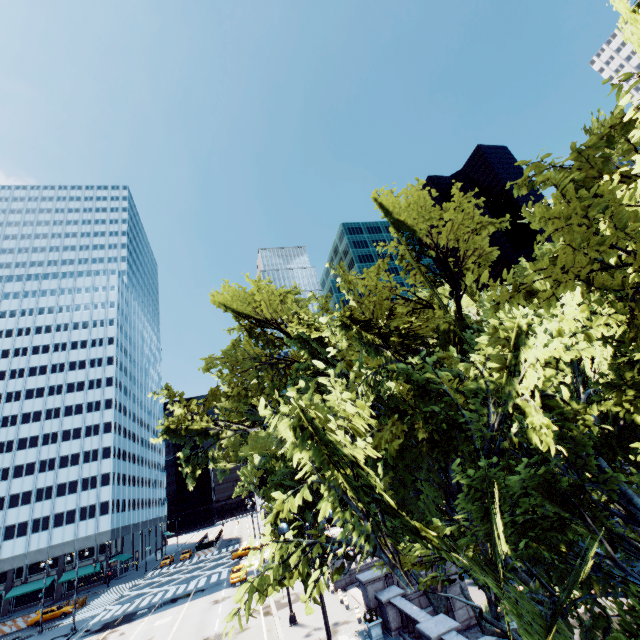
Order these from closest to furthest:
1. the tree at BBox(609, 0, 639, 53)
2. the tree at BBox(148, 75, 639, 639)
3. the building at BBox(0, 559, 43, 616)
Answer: the tree at BBox(148, 75, 639, 639) → the tree at BBox(609, 0, 639, 53) → the building at BBox(0, 559, 43, 616)

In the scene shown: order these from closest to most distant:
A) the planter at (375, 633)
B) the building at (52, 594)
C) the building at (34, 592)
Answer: the planter at (375, 633) < the building at (34, 592) < the building at (52, 594)

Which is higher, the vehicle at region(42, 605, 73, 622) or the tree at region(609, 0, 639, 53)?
the tree at region(609, 0, 639, 53)

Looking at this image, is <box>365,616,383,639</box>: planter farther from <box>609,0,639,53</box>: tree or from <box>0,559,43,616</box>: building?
<box>0,559,43,616</box>: building

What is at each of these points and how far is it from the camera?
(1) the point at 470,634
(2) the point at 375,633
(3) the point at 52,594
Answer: (1) planter, 18.1m
(2) planter, 17.2m
(3) building, 59.7m

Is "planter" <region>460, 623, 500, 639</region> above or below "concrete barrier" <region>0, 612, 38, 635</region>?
below

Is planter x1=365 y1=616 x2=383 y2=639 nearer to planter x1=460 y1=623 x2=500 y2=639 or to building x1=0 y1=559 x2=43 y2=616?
planter x1=460 y1=623 x2=500 y2=639

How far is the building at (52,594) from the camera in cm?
5904
